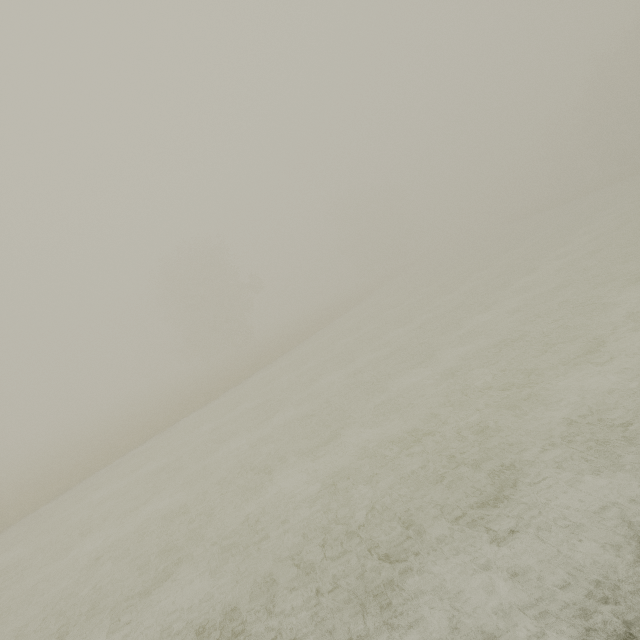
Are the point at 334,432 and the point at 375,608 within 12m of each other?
yes
